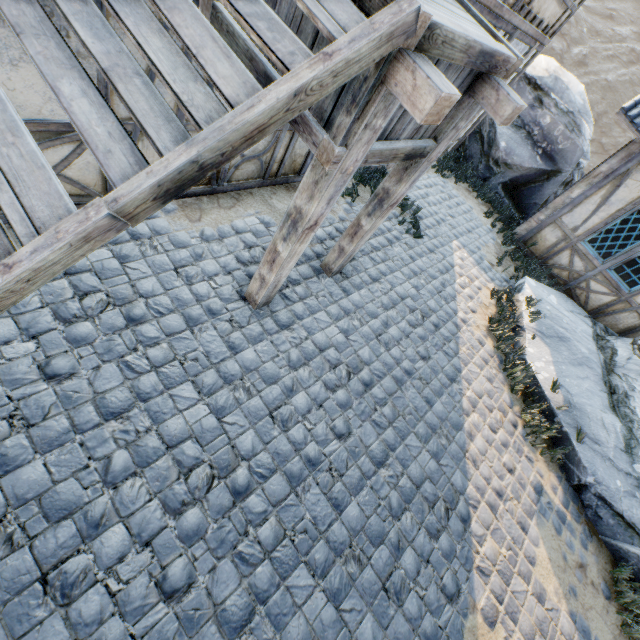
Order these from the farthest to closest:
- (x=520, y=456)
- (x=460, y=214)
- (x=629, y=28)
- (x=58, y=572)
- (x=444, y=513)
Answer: (x=629, y=28) → (x=460, y=214) → (x=520, y=456) → (x=444, y=513) → (x=58, y=572)

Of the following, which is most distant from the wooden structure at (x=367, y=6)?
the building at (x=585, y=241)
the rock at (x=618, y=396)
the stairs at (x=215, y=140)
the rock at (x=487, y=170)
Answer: the rock at (x=487, y=170)

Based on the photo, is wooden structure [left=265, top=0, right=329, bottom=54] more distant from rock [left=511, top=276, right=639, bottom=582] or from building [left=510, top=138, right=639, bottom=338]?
building [left=510, top=138, right=639, bottom=338]

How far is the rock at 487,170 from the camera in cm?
855

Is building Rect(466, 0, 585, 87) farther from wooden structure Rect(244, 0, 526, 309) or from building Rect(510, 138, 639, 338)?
building Rect(510, 138, 639, 338)

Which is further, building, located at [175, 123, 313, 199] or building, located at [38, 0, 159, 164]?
building, located at [175, 123, 313, 199]

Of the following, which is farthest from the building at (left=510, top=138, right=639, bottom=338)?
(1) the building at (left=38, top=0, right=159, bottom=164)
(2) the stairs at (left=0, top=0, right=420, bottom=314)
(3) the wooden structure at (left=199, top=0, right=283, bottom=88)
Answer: (2) the stairs at (left=0, top=0, right=420, bottom=314)

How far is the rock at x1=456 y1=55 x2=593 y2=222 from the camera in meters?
8.5
